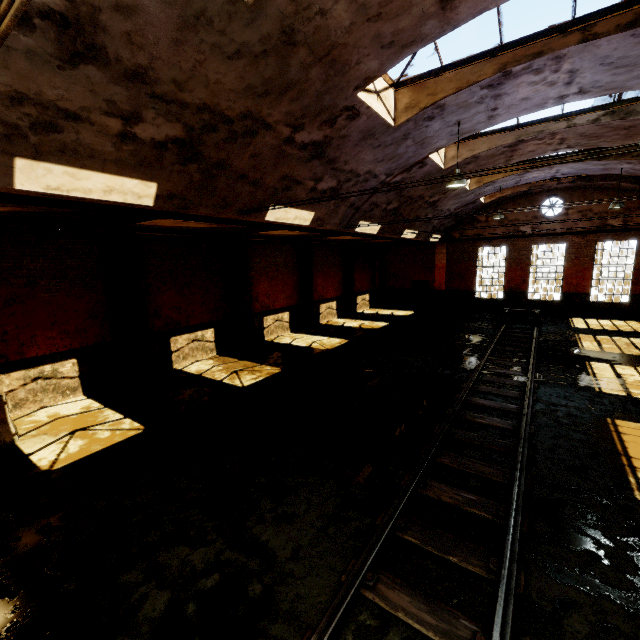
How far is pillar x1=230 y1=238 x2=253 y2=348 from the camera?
14.2m

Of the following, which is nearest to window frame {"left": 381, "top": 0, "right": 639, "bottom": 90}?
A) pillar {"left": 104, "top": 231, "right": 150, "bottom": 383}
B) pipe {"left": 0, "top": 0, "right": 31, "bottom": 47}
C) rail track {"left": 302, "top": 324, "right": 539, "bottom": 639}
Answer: pipe {"left": 0, "top": 0, "right": 31, "bottom": 47}

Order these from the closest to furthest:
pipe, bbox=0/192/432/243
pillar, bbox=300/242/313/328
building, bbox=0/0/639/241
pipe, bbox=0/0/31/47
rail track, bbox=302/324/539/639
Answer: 1. pipe, bbox=0/0/31/47
2. rail track, bbox=302/324/539/639
3. building, bbox=0/0/639/241
4. pipe, bbox=0/192/432/243
5. pillar, bbox=300/242/313/328

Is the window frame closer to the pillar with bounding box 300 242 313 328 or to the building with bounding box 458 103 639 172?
the building with bounding box 458 103 639 172

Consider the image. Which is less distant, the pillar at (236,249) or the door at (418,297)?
the pillar at (236,249)

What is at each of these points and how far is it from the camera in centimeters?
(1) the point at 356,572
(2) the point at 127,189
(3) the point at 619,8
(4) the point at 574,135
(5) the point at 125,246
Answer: (1) rail track, 391cm
(2) building, 560cm
(3) window frame, 568cm
(4) building, 1069cm
(5) pillar, 1040cm

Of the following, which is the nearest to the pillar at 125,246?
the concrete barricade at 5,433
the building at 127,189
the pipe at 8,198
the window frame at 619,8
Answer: the concrete barricade at 5,433

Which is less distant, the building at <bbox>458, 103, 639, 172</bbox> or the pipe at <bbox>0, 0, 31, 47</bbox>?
the pipe at <bbox>0, 0, 31, 47</bbox>
